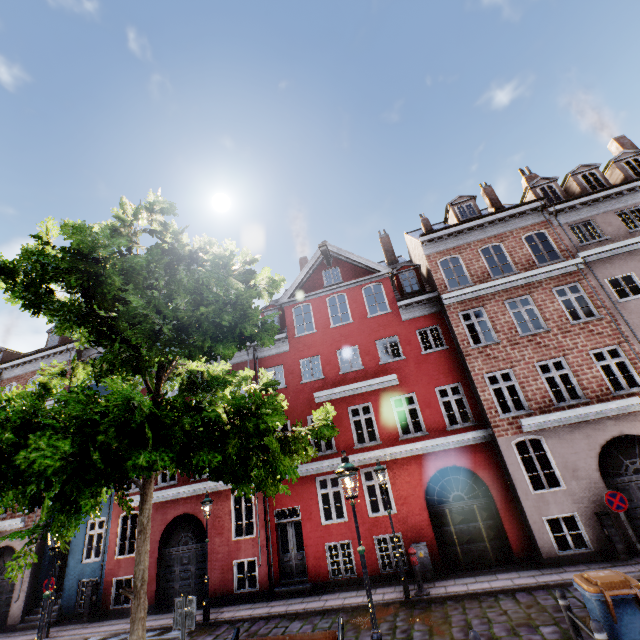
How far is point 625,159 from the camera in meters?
16.3 m

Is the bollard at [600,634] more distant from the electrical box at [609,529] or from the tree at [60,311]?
the electrical box at [609,529]

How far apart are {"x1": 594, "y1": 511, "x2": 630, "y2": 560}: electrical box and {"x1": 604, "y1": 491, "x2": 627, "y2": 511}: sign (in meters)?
1.16

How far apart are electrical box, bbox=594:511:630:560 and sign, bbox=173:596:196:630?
12.2m

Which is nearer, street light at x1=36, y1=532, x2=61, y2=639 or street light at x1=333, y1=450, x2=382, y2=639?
street light at x1=333, y1=450, x2=382, y2=639

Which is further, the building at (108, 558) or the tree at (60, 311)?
the building at (108, 558)

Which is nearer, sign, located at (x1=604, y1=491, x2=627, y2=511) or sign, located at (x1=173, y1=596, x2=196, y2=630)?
sign, located at (x1=173, y1=596, x2=196, y2=630)

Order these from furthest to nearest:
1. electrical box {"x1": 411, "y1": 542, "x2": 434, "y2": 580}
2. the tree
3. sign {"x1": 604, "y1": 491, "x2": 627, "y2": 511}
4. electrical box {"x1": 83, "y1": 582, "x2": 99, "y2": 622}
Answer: electrical box {"x1": 83, "y1": 582, "x2": 99, "y2": 622} < electrical box {"x1": 411, "y1": 542, "x2": 434, "y2": 580} < sign {"x1": 604, "y1": 491, "x2": 627, "y2": 511} < the tree
